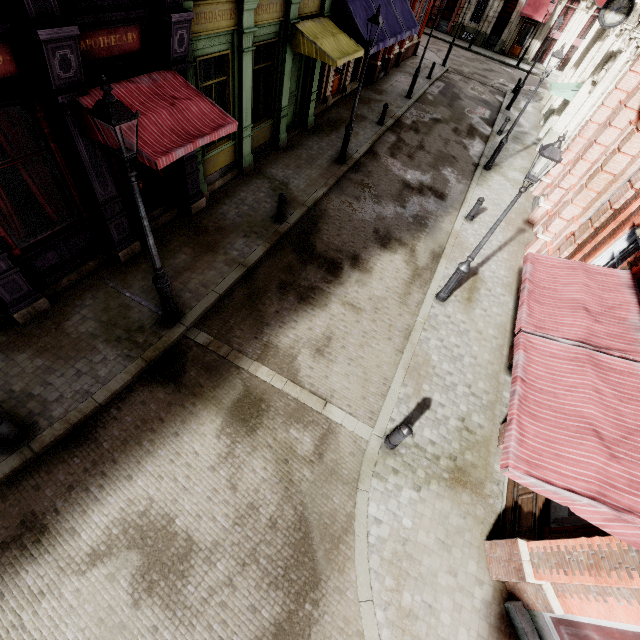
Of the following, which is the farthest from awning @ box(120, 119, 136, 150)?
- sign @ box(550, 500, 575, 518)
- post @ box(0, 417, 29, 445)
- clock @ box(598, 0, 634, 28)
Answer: clock @ box(598, 0, 634, 28)

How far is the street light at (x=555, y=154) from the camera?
6.2 meters

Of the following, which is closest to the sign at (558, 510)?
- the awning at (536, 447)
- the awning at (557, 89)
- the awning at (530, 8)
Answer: the awning at (536, 447)

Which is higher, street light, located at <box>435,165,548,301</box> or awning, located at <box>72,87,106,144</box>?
awning, located at <box>72,87,106,144</box>

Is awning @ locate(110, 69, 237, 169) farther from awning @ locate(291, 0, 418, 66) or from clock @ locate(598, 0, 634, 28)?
clock @ locate(598, 0, 634, 28)

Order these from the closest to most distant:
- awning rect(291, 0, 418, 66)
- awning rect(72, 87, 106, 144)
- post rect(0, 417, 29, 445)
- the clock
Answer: post rect(0, 417, 29, 445)
awning rect(72, 87, 106, 144)
awning rect(291, 0, 418, 66)
the clock

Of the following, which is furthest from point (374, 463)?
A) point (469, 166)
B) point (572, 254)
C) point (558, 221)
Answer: point (469, 166)

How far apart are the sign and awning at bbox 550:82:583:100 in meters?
19.8 m
